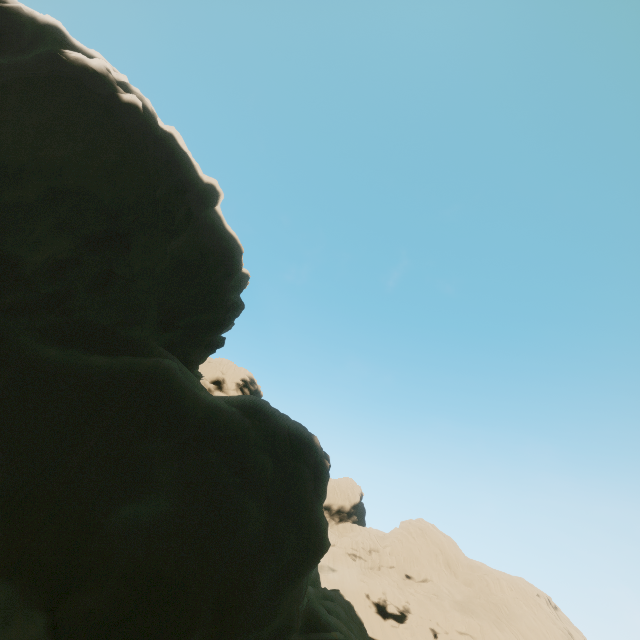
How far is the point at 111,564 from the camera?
14.5m
